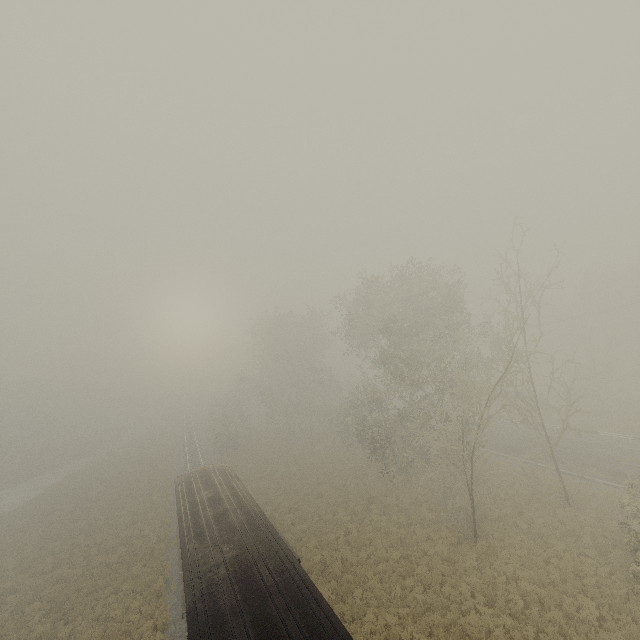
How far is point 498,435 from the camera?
33.5m

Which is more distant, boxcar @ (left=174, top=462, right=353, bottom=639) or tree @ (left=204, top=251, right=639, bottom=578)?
tree @ (left=204, top=251, right=639, bottom=578)

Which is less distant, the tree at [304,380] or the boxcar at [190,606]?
the boxcar at [190,606]
